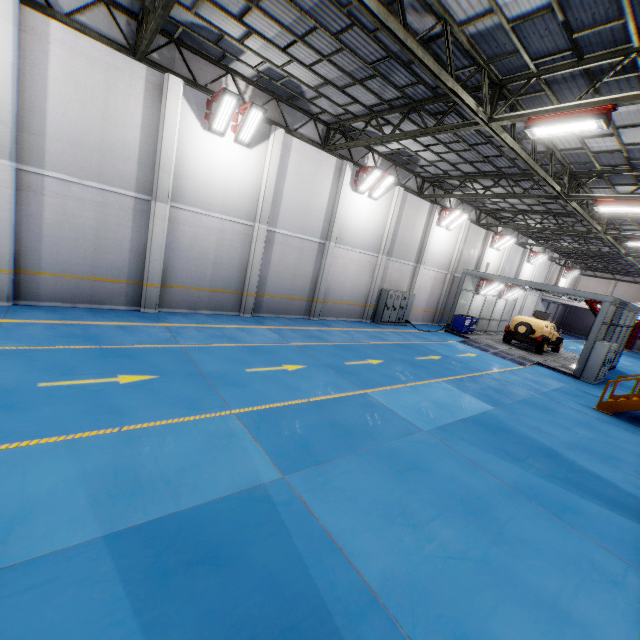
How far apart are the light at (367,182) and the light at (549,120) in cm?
771

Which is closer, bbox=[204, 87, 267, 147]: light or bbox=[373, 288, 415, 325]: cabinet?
bbox=[204, 87, 267, 147]: light

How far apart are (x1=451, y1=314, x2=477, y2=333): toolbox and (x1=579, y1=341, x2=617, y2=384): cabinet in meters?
6.7 m

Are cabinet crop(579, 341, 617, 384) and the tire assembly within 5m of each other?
yes

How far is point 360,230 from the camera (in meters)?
17.48

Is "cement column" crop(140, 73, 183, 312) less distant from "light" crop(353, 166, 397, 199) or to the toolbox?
"light" crop(353, 166, 397, 199)

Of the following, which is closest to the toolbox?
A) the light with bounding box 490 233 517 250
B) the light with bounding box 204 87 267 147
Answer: the light with bounding box 490 233 517 250

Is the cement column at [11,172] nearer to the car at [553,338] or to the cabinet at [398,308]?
the cabinet at [398,308]
